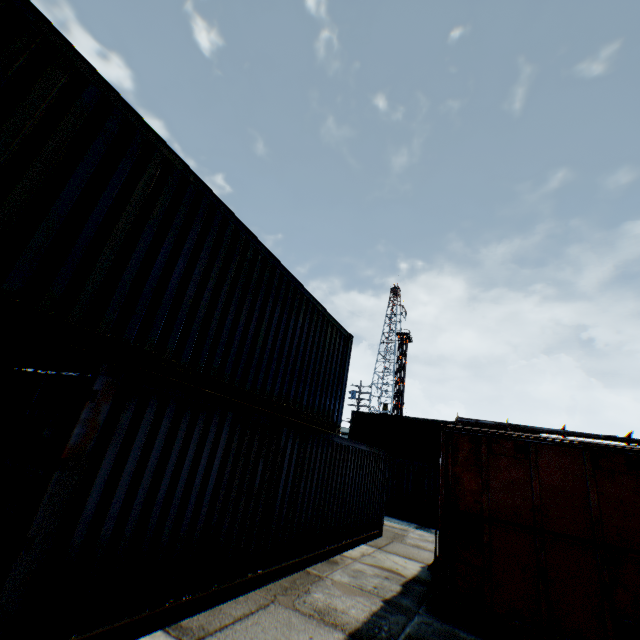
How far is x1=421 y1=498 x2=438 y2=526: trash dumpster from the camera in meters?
16.4 m

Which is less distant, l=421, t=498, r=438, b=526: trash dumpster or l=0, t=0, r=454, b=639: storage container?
l=0, t=0, r=454, b=639: storage container

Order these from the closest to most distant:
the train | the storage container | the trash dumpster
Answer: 1. the storage container
2. the train
3. the trash dumpster

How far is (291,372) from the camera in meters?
7.1

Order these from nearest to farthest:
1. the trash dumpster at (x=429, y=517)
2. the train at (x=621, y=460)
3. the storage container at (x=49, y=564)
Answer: the storage container at (x=49, y=564)
the train at (x=621, y=460)
the trash dumpster at (x=429, y=517)

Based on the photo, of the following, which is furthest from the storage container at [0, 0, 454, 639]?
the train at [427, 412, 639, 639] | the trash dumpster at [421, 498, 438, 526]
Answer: the trash dumpster at [421, 498, 438, 526]

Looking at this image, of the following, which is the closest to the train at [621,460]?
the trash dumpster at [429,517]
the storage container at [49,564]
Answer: the storage container at [49,564]
